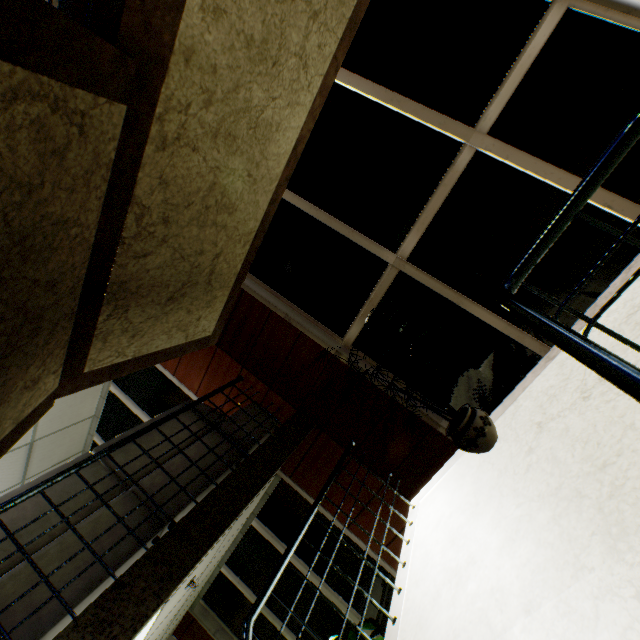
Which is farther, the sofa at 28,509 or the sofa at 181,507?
the sofa at 181,507

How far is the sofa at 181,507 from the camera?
2.74m

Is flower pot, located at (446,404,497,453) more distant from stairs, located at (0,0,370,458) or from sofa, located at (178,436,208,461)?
sofa, located at (178,436,208,461)

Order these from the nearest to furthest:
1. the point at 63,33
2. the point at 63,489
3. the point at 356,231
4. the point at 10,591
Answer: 1. the point at 63,33
2. the point at 10,591
3. the point at 63,489
4. the point at 356,231

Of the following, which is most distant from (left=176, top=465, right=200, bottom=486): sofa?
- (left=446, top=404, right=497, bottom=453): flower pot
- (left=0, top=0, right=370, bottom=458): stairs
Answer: (left=446, top=404, right=497, bottom=453): flower pot

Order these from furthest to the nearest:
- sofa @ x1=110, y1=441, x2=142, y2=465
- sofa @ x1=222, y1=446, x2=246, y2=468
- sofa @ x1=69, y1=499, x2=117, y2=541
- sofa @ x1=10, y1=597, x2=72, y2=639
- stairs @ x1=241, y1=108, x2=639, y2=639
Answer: sofa @ x1=222, y1=446, x2=246, y2=468 < sofa @ x1=110, y1=441, x2=142, y2=465 < sofa @ x1=69, y1=499, x2=117, y2=541 < sofa @ x1=10, y1=597, x2=72, y2=639 < stairs @ x1=241, y1=108, x2=639, y2=639
